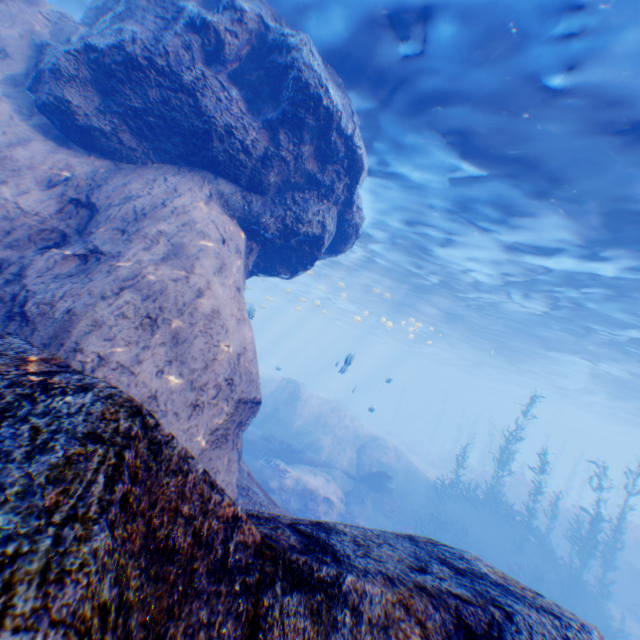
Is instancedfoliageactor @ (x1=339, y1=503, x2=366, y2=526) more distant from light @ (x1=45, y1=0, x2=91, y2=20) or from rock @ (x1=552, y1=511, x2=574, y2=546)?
rock @ (x1=552, y1=511, x2=574, y2=546)

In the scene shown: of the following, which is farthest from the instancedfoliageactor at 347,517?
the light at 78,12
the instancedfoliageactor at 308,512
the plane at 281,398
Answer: the light at 78,12

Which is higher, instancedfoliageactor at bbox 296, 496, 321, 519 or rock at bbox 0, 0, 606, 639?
rock at bbox 0, 0, 606, 639

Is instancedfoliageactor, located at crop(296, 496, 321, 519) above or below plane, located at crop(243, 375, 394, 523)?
below

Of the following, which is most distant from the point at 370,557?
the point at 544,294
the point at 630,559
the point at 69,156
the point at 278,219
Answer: the point at 630,559

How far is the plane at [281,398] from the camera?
16.7m

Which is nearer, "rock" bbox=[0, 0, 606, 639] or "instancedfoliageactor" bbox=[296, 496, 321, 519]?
"rock" bbox=[0, 0, 606, 639]

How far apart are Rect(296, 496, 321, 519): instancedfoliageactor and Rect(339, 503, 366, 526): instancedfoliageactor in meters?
0.6
